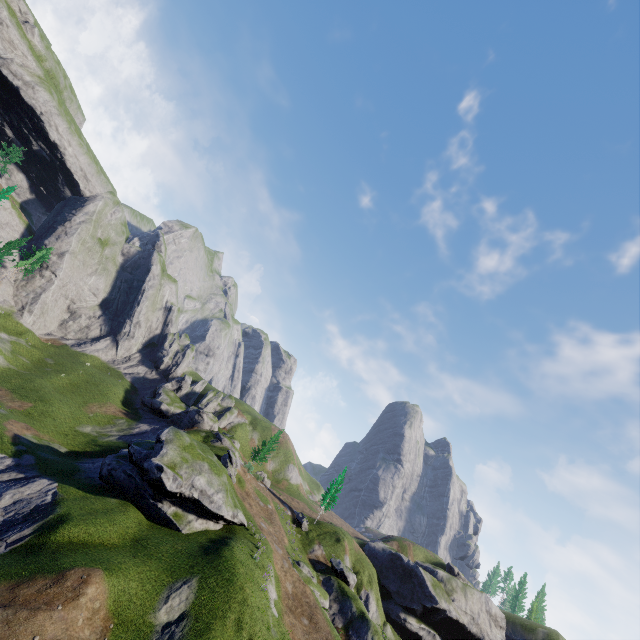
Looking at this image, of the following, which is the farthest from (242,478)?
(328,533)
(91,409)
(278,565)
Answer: (91,409)
